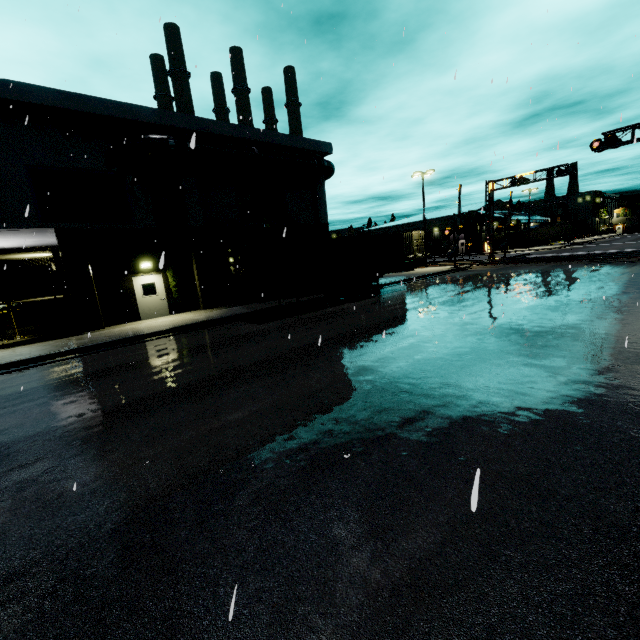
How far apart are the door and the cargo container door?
5.2m

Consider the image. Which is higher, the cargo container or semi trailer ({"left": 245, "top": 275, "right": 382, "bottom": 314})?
the cargo container

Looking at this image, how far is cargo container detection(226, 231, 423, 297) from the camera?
14.2 meters

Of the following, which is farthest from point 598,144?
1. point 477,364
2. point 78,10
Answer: point 78,10

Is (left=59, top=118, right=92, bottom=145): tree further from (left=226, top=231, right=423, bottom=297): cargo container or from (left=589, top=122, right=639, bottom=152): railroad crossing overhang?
(left=589, top=122, right=639, bottom=152): railroad crossing overhang

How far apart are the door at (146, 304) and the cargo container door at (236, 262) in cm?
521

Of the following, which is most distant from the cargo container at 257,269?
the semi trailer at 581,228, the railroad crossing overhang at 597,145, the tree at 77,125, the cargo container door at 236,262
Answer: the railroad crossing overhang at 597,145

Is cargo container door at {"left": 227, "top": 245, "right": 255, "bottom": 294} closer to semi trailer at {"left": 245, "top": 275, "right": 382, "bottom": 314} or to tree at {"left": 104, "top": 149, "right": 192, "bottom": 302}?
semi trailer at {"left": 245, "top": 275, "right": 382, "bottom": 314}
